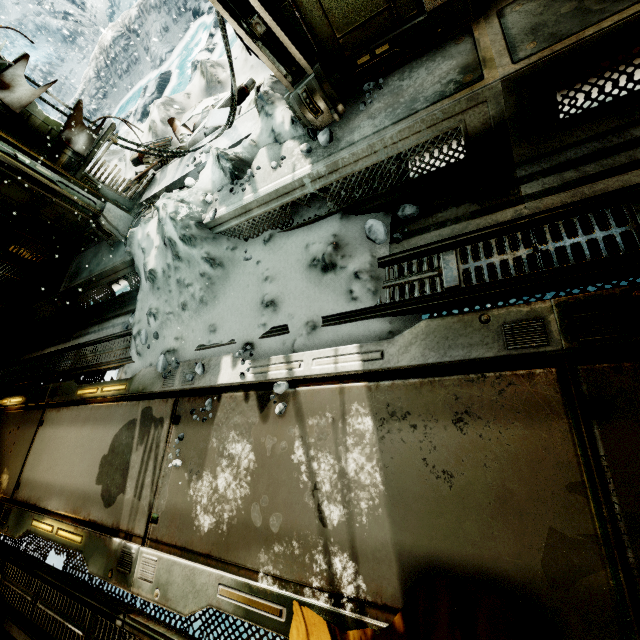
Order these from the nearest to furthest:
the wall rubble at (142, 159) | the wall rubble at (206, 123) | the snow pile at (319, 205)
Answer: the snow pile at (319, 205)
the wall rubble at (206, 123)
the wall rubble at (142, 159)

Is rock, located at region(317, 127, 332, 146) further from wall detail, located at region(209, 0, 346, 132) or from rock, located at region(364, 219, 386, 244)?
rock, located at region(364, 219, 386, 244)

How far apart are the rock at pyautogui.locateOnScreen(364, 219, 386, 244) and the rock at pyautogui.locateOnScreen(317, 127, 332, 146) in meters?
0.9 m

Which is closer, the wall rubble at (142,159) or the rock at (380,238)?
the rock at (380,238)

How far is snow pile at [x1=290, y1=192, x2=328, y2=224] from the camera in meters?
3.3

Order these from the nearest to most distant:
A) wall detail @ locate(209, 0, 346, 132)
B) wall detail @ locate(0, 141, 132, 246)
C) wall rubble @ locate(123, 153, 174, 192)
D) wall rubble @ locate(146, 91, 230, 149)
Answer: wall detail @ locate(209, 0, 346, 132) < wall detail @ locate(0, 141, 132, 246) < wall rubble @ locate(146, 91, 230, 149) < wall rubble @ locate(123, 153, 174, 192)

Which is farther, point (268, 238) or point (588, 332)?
point (268, 238)

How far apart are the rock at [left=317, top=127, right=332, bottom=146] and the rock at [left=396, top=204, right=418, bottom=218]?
0.9m
